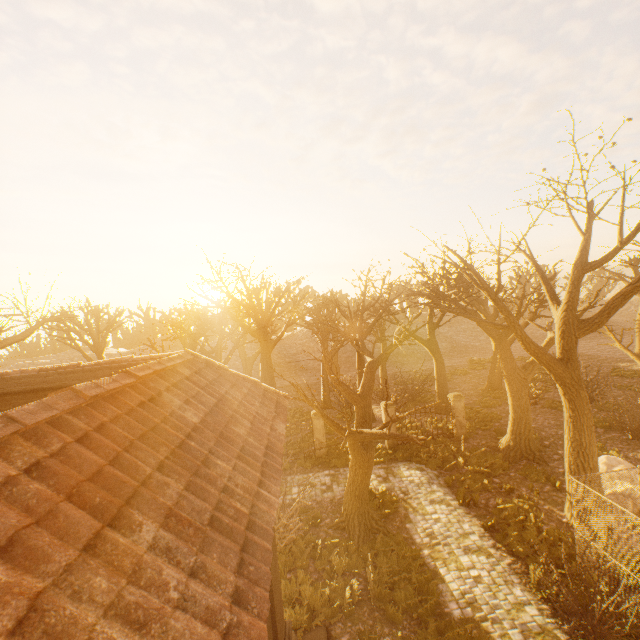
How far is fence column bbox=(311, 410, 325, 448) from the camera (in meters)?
17.52

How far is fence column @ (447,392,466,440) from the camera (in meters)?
18.08

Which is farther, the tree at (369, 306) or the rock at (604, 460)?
the rock at (604, 460)

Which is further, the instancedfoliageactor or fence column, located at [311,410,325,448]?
fence column, located at [311,410,325,448]

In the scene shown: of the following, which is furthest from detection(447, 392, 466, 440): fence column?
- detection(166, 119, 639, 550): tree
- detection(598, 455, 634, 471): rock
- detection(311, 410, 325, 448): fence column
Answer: detection(311, 410, 325, 448): fence column

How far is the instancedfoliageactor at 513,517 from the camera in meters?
9.0 m

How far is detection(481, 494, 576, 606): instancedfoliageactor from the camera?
8.99m

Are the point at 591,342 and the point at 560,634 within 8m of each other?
no
